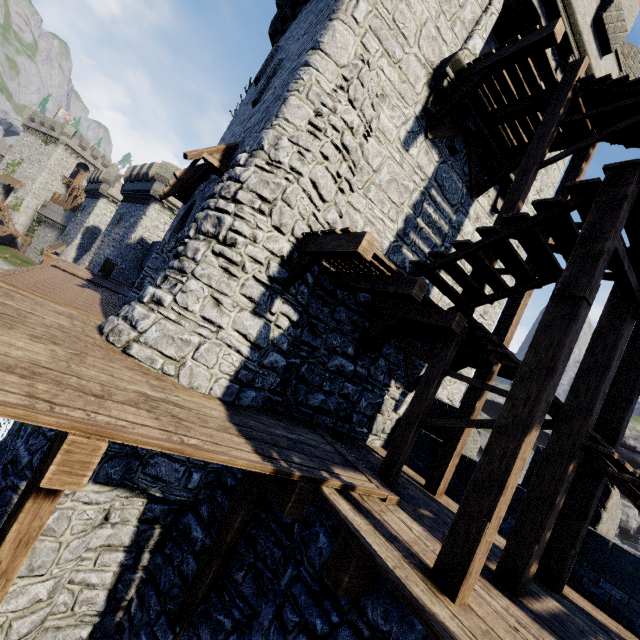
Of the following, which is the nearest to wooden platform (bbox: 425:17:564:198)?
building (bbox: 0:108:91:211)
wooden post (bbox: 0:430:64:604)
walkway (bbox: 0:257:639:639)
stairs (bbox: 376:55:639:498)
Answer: stairs (bbox: 376:55:639:498)

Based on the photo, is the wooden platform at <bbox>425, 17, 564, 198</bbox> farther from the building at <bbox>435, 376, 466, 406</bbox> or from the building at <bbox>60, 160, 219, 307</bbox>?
the building at <bbox>60, 160, 219, 307</bbox>

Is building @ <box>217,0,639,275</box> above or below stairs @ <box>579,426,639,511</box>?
above

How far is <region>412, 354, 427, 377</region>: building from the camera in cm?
951

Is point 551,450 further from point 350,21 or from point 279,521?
point 350,21

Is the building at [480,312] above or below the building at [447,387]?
above

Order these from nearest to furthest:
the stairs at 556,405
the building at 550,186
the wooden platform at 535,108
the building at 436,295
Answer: the stairs at 556,405, the wooden platform at 535,108, the building at 436,295, the building at 550,186

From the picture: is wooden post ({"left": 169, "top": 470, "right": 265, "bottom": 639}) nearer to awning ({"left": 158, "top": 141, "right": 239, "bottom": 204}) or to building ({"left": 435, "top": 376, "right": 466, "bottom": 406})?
building ({"left": 435, "top": 376, "right": 466, "bottom": 406})
